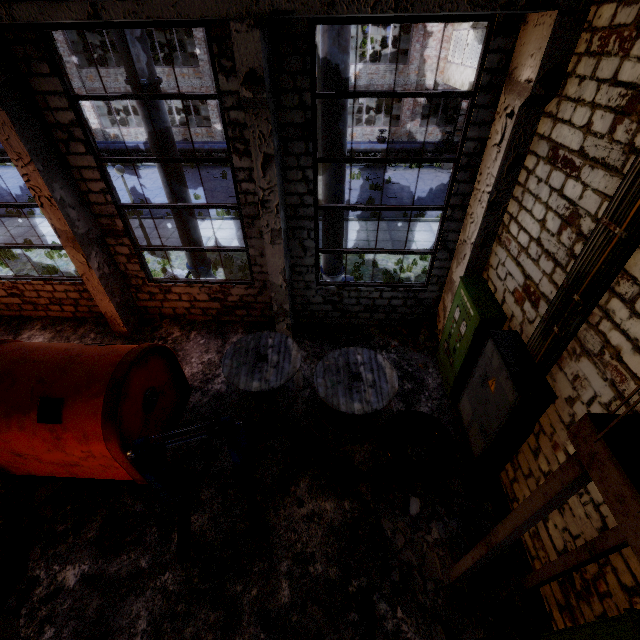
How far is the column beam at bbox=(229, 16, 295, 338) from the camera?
4.5 meters

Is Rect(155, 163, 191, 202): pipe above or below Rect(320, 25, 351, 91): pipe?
below

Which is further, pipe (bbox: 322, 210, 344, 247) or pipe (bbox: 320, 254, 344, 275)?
pipe (bbox: 320, 254, 344, 275)

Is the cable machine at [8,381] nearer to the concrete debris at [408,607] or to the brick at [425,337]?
the concrete debris at [408,607]

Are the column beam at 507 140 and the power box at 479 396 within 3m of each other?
yes

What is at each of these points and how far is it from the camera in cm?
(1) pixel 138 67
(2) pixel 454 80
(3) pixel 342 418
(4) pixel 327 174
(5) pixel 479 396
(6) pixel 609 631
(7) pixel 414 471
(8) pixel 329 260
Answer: (1) pipe, 636
(2) building, 1864
(3) wire spool, 619
(4) pipe, 751
(5) power box, 581
(6) power box, 297
(7) wire roll, 589
(8) pipe, 899

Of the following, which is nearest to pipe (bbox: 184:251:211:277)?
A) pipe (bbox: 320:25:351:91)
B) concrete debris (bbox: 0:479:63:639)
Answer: pipe (bbox: 320:25:351:91)

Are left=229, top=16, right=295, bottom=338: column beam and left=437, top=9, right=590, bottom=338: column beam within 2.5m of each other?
no
